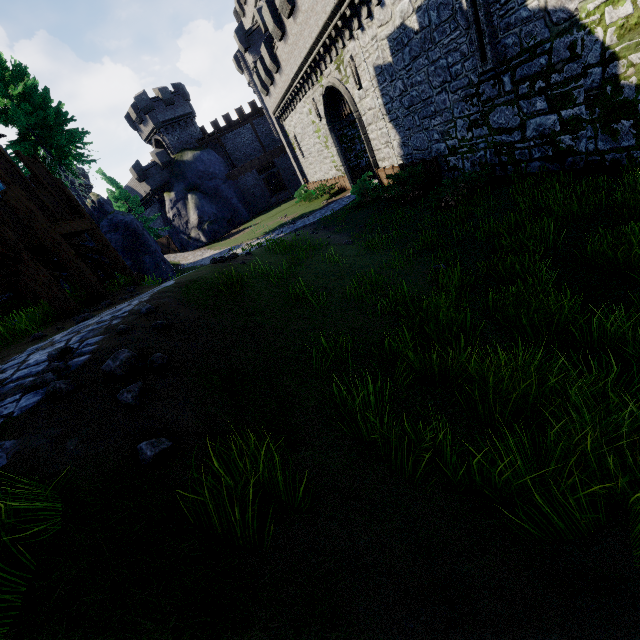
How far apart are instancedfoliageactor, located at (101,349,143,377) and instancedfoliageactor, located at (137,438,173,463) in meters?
0.9 m

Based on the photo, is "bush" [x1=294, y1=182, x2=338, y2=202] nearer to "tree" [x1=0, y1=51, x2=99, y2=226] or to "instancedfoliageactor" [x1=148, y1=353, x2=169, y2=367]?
"tree" [x1=0, y1=51, x2=99, y2=226]

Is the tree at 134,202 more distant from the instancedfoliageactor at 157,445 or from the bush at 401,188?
the instancedfoliageactor at 157,445

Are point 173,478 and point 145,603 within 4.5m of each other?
yes

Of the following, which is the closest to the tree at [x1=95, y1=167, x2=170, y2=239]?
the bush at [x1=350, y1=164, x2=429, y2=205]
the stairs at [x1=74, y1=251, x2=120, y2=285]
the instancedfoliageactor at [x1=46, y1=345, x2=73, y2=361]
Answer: the stairs at [x1=74, y1=251, x2=120, y2=285]

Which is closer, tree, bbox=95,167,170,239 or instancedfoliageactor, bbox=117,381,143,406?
instancedfoliageactor, bbox=117,381,143,406

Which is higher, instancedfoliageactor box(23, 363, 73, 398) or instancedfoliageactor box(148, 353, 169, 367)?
instancedfoliageactor box(23, 363, 73, 398)

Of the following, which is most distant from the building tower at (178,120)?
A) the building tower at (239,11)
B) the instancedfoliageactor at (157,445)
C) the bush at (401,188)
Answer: the instancedfoliageactor at (157,445)
